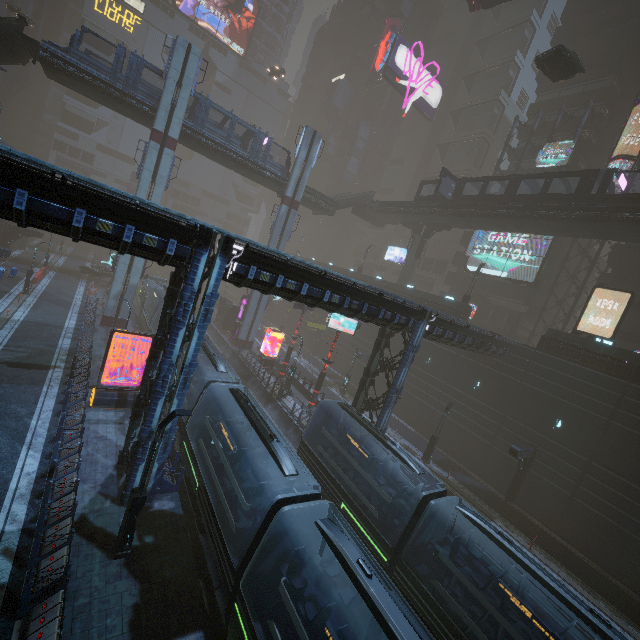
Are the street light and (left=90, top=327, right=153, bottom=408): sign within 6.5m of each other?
no

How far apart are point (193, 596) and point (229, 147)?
35.8m

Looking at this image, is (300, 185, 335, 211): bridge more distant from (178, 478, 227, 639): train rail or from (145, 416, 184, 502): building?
(178, 478, 227, 639): train rail

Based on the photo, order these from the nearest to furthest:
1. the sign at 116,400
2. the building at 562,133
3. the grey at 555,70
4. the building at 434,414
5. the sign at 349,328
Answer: the building at 434,414
the sign at 116,400
the grey at 555,70
the sign at 349,328
the building at 562,133

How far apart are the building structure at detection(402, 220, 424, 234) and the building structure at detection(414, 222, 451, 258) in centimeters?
68cm

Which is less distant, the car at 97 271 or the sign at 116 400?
the sign at 116 400

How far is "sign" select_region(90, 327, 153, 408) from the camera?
18.7 meters

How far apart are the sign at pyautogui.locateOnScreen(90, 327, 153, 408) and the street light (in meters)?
9.60
